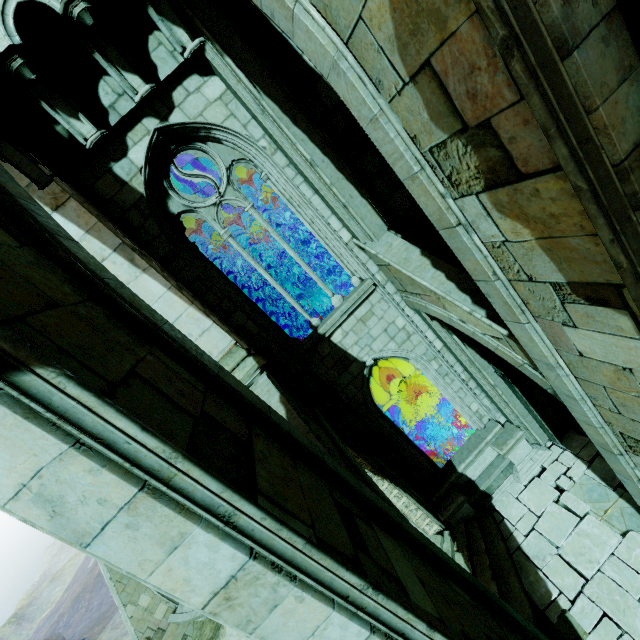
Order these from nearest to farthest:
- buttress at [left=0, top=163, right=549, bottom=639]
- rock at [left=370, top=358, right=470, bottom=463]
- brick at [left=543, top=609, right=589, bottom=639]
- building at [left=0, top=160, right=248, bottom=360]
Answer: buttress at [left=0, top=163, right=549, bottom=639], building at [left=0, top=160, right=248, bottom=360], brick at [left=543, top=609, right=589, bottom=639], rock at [left=370, top=358, right=470, bottom=463]

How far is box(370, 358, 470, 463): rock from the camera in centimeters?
1348cm

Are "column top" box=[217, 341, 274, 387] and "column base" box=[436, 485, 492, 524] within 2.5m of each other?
no

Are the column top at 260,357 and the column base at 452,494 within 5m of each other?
no

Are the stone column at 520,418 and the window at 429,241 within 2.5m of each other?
yes

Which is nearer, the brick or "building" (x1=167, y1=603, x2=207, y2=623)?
the brick

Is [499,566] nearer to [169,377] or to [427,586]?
[427,586]

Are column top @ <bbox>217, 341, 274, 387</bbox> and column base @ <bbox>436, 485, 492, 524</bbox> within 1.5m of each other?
no
